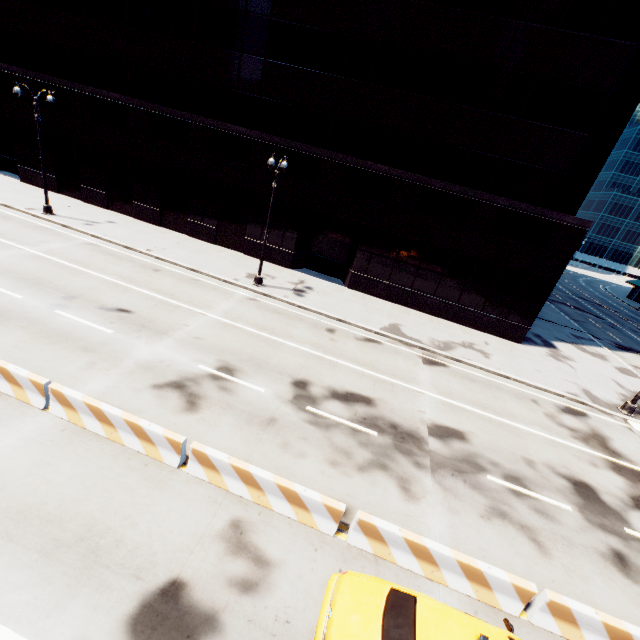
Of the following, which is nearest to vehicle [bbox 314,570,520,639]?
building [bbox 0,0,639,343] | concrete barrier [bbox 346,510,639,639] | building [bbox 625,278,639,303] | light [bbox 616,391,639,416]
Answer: concrete barrier [bbox 346,510,639,639]

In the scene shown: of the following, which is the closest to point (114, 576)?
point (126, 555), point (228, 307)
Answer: point (126, 555)

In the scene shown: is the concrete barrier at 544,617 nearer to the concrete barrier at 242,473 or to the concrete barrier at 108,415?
the concrete barrier at 242,473

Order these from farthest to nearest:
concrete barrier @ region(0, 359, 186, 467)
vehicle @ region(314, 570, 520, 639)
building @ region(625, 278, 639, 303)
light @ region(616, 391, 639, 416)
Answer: building @ region(625, 278, 639, 303) → light @ region(616, 391, 639, 416) → concrete barrier @ region(0, 359, 186, 467) → vehicle @ region(314, 570, 520, 639)

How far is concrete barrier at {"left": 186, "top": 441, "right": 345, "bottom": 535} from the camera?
7.47m

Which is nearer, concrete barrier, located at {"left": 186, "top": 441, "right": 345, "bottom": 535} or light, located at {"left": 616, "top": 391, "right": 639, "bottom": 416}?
concrete barrier, located at {"left": 186, "top": 441, "right": 345, "bottom": 535}

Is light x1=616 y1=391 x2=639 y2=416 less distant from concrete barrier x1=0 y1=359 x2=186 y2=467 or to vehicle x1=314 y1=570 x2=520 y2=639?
vehicle x1=314 y1=570 x2=520 y2=639

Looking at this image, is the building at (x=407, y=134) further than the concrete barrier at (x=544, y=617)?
Yes
